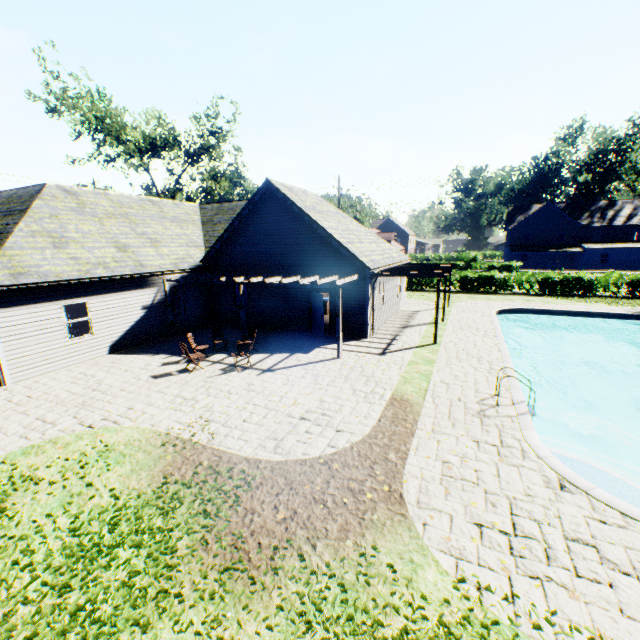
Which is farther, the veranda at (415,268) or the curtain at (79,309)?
the veranda at (415,268)

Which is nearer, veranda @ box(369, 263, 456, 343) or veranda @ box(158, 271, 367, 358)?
veranda @ box(158, 271, 367, 358)

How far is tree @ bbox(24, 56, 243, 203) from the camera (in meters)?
29.11

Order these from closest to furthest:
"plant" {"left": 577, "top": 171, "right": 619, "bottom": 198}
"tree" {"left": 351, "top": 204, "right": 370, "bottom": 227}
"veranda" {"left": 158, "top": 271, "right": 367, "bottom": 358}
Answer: "veranda" {"left": 158, "top": 271, "right": 367, "bottom": 358} → "tree" {"left": 351, "top": 204, "right": 370, "bottom": 227} → "plant" {"left": 577, "top": 171, "right": 619, "bottom": 198}

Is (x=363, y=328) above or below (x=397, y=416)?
above

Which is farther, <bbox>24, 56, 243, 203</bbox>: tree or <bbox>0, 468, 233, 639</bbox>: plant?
<bbox>24, 56, 243, 203</bbox>: tree

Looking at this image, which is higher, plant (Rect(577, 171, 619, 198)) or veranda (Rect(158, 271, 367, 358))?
plant (Rect(577, 171, 619, 198))

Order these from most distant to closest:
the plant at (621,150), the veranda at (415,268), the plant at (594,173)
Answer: the plant at (621,150)
the plant at (594,173)
the veranda at (415,268)
